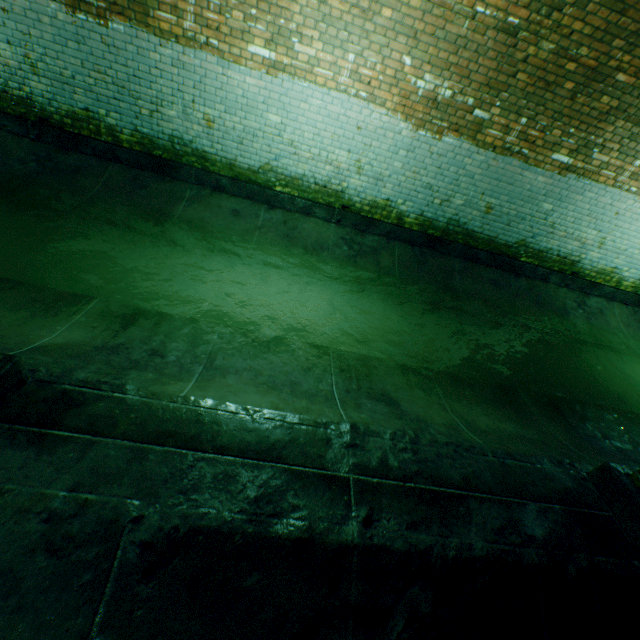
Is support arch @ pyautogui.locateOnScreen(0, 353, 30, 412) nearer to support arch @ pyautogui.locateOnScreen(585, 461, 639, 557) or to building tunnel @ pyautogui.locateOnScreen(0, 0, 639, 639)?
building tunnel @ pyautogui.locateOnScreen(0, 0, 639, 639)

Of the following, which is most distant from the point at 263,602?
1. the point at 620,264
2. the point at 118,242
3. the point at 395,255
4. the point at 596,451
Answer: the point at 620,264

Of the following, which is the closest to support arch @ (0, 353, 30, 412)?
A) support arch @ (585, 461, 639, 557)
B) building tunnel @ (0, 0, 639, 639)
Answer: building tunnel @ (0, 0, 639, 639)

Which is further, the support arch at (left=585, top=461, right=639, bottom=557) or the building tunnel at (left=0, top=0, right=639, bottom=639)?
the support arch at (left=585, top=461, right=639, bottom=557)

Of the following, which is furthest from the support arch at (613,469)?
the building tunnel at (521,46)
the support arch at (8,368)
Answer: the support arch at (8,368)

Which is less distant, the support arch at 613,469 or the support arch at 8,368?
the support arch at 8,368
